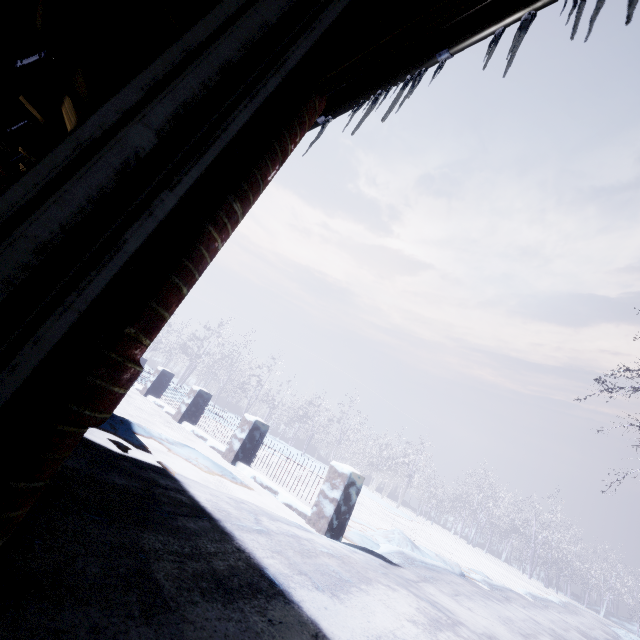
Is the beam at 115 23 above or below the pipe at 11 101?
above

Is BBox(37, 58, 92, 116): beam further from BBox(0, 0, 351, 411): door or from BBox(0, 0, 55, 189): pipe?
BBox(0, 0, 351, 411): door

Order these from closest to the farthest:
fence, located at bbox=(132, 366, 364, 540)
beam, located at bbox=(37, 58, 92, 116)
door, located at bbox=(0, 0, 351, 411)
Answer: door, located at bbox=(0, 0, 351, 411)
beam, located at bbox=(37, 58, 92, 116)
fence, located at bbox=(132, 366, 364, 540)

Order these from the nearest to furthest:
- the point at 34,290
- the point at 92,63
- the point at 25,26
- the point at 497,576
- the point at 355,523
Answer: the point at 34,290, the point at 25,26, the point at 92,63, the point at 355,523, the point at 497,576

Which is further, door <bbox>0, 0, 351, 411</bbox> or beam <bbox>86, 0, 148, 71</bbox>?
beam <bbox>86, 0, 148, 71</bbox>

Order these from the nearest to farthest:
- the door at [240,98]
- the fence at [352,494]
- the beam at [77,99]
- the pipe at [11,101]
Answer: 1. the door at [240,98]
2. the pipe at [11,101]
3. the beam at [77,99]
4. the fence at [352,494]

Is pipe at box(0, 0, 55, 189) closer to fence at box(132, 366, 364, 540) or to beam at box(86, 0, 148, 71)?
beam at box(86, 0, 148, 71)

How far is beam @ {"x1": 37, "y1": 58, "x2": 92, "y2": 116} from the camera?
2.30m
